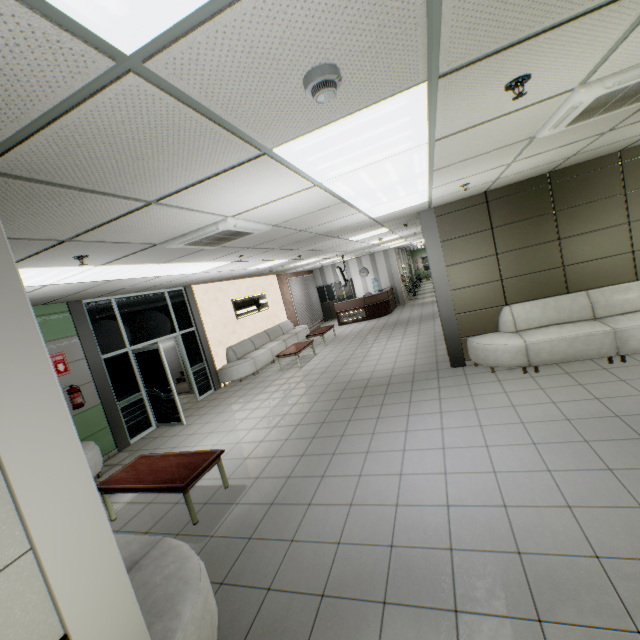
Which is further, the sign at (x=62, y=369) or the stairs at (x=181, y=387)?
the stairs at (x=181, y=387)

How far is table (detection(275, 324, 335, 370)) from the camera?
10.0 meters

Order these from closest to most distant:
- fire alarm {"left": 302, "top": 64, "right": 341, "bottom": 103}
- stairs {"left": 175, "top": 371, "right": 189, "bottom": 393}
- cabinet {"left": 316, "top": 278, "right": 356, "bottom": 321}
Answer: fire alarm {"left": 302, "top": 64, "right": 341, "bottom": 103}
stairs {"left": 175, "top": 371, "right": 189, "bottom": 393}
cabinet {"left": 316, "top": 278, "right": 356, "bottom": 321}

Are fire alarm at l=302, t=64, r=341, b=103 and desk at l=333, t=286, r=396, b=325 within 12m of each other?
no

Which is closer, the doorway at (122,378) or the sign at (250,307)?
the doorway at (122,378)

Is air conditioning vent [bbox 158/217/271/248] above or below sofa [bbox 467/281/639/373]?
above

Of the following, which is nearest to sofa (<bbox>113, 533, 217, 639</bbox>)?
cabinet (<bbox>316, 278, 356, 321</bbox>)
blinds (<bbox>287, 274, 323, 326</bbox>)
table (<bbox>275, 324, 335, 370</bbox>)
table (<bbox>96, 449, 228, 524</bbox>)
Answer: table (<bbox>96, 449, 228, 524</bbox>)

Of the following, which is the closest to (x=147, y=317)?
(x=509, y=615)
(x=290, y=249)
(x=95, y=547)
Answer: (x=290, y=249)
